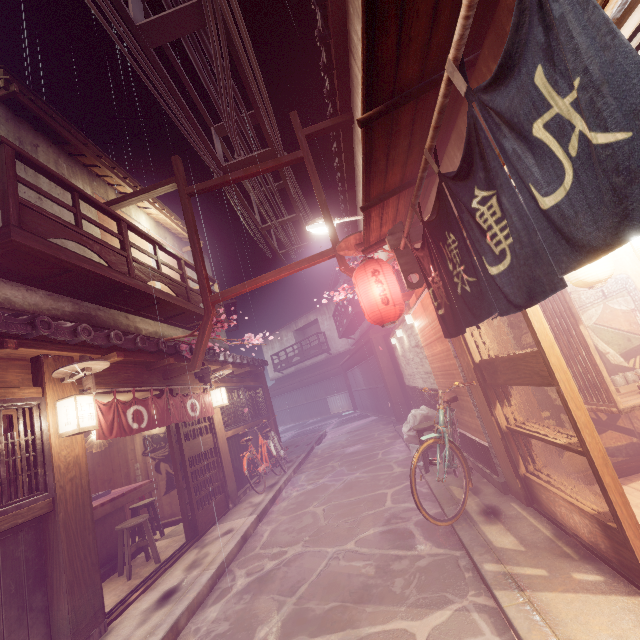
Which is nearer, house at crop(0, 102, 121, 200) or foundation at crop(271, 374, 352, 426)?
house at crop(0, 102, 121, 200)

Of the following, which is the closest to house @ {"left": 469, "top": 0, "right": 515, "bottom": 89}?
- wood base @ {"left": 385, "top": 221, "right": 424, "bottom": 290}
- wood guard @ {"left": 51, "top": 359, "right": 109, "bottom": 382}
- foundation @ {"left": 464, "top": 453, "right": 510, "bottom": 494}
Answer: wood base @ {"left": 385, "top": 221, "right": 424, "bottom": 290}

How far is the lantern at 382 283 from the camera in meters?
9.3 m

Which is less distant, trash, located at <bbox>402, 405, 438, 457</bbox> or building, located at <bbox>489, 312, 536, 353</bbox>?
building, located at <bbox>489, 312, 536, 353</bbox>

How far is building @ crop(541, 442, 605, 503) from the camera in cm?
644

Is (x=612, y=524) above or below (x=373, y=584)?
above

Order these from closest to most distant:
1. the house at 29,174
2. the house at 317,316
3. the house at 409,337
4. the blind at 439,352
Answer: the blind at 439,352, the house at 29,174, the house at 409,337, the house at 317,316

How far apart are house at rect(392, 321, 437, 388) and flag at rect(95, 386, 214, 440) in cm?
870
